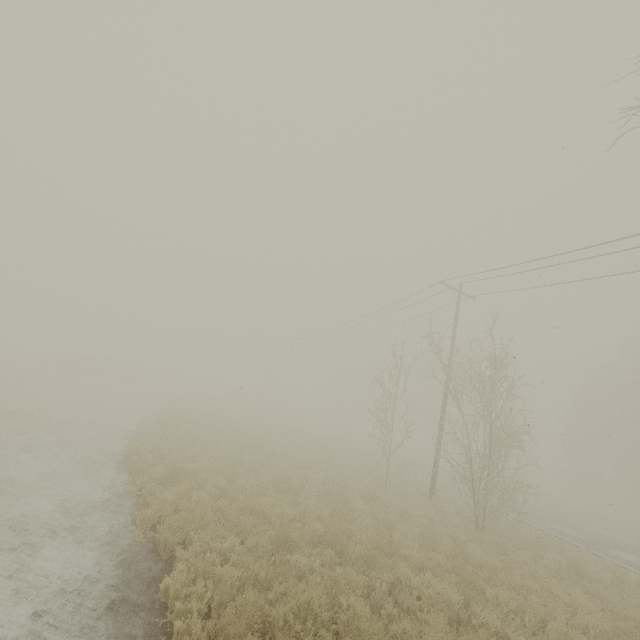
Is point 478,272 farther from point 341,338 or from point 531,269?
point 341,338
